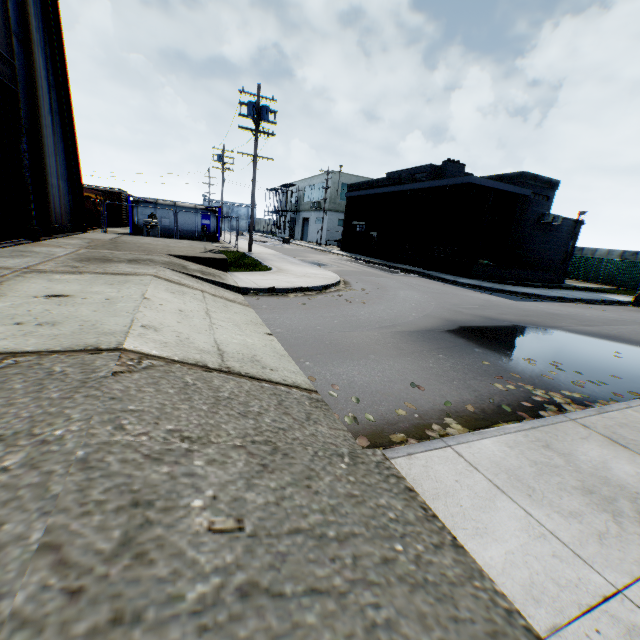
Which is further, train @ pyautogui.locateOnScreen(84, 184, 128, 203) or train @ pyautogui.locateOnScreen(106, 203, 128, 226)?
train @ pyautogui.locateOnScreen(106, 203, 128, 226)

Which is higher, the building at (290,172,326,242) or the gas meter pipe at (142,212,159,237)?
the building at (290,172,326,242)

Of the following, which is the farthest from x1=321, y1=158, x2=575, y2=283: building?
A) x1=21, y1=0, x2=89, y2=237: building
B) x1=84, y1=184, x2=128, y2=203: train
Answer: x1=84, y1=184, x2=128, y2=203: train

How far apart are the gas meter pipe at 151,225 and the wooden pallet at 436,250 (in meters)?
19.38

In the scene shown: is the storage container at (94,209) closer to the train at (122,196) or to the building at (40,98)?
the building at (40,98)

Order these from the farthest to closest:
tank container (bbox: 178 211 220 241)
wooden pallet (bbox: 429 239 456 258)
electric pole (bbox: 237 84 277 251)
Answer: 1. tank container (bbox: 178 211 220 241)
2. wooden pallet (bbox: 429 239 456 258)
3. electric pole (bbox: 237 84 277 251)

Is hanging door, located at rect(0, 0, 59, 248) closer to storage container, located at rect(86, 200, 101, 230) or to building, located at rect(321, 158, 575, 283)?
storage container, located at rect(86, 200, 101, 230)

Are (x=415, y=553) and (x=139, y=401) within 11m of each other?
yes
